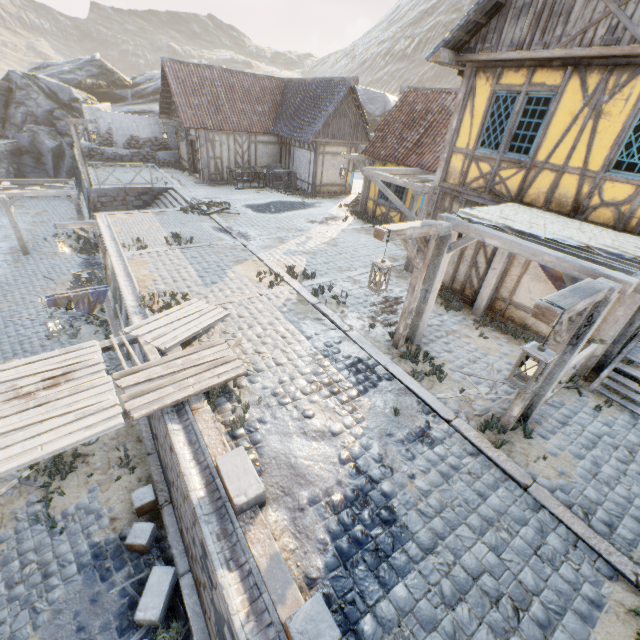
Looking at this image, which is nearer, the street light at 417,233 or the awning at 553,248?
the awning at 553,248

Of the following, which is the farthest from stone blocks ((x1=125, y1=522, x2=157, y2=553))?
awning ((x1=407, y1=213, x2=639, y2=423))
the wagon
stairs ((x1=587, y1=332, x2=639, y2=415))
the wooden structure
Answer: stairs ((x1=587, y1=332, x2=639, y2=415))

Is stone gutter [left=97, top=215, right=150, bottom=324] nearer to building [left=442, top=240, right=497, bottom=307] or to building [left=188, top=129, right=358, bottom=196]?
building [left=188, top=129, right=358, bottom=196]

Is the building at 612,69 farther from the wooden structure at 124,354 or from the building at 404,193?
the wooden structure at 124,354

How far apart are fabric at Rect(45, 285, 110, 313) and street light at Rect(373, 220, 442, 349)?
7.5m

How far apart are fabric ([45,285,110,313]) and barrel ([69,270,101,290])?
4.31m

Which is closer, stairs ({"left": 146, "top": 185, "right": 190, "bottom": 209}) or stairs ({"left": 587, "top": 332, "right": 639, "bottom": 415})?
stairs ({"left": 587, "top": 332, "right": 639, "bottom": 415})

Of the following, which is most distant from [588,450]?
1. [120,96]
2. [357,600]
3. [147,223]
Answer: [120,96]
